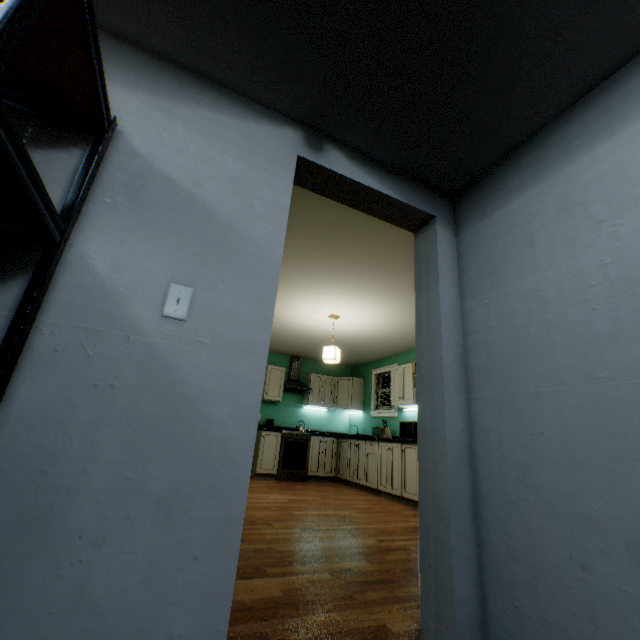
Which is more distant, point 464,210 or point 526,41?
point 464,210

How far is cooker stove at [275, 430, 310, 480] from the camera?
6.00m

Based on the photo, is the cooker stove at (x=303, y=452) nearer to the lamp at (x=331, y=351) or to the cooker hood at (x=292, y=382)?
the cooker hood at (x=292, y=382)

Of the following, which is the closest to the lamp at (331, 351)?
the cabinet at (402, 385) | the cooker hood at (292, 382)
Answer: the cabinet at (402, 385)

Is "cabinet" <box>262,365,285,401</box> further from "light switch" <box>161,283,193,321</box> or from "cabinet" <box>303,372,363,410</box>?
"light switch" <box>161,283,193,321</box>

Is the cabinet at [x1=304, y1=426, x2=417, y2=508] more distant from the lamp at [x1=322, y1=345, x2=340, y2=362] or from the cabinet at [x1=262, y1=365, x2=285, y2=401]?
the lamp at [x1=322, y1=345, x2=340, y2=362]

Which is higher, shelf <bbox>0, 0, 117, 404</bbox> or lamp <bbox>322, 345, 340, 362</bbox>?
lamp <bbox>322, 345, 340, 362</bbox>

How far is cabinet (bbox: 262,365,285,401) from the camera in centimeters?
656cm
